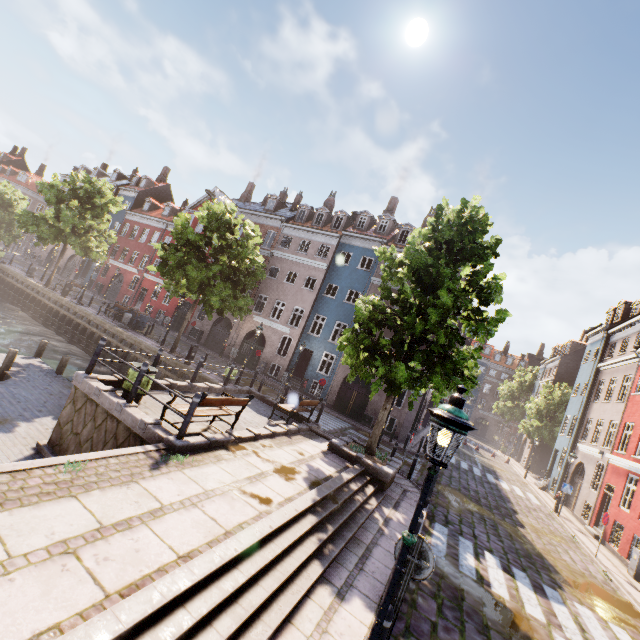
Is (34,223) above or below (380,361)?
above

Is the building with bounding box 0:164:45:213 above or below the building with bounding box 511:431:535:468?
above

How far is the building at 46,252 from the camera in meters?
45.9

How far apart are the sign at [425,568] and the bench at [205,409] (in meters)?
5.21

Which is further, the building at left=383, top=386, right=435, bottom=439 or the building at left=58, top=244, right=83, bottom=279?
the building at left=58, top=244, right=83, bottom=279

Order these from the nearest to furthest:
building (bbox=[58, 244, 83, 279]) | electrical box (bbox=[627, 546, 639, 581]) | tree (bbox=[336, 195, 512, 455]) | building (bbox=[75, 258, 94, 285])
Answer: tree (bbox=[336, 195, 512, 455]) → electrical box (bbox=[627, 546, 639, 581]) → building (bbox=[75, 258, 94, 285]) → building (bbox=[58, 244, 83, 279])

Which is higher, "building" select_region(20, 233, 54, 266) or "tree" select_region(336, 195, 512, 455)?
"tree" select_region(336, 195, 512, 455)

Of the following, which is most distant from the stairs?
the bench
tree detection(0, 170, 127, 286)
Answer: the bench
